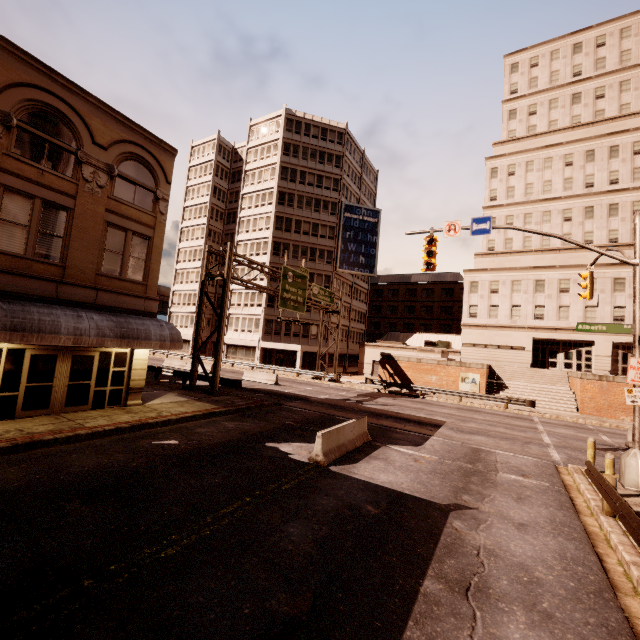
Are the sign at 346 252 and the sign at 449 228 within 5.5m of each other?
no

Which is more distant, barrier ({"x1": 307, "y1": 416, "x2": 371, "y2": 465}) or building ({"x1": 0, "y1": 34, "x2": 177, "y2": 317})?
building ({"x1": 0, "y1": 34, "x2": 177, "y2": 317})

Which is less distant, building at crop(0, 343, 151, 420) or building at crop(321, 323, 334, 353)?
building at crop(0, 343, 151, 420)

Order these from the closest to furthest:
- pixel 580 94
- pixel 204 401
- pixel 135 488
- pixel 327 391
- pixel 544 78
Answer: pixel 135 488, pixel 204 401, pixel 327 391, pixel 580 94, pixel 544 78

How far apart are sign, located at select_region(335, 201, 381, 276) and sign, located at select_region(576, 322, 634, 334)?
37.4 meters

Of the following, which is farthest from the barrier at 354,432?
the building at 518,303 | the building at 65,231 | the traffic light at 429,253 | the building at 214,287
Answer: the building at 518,303

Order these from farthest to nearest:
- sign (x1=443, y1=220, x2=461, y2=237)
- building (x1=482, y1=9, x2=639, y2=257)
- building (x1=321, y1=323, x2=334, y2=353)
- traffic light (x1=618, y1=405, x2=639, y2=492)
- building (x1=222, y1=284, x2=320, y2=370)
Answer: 1. building (x1=321, y1=323, x2=334, y2=353)
2. building (x1=222, y1=284, x2=320, y2=370)
3. building (x1=482, y1=9, x2=639, y2=257)
4. sign (x1=443, y1=220, x2=461, y2=237)
5. traffic light (x1=618, y1=405, x2=639, y2=492)

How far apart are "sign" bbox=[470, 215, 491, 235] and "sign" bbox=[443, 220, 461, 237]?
0.3 meters
